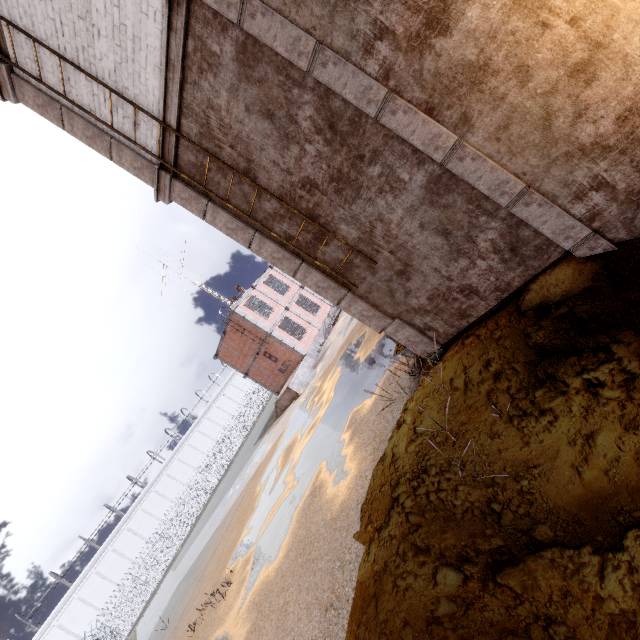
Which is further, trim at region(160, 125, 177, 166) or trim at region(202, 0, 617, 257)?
trim at region(160, 125, 177, 166)

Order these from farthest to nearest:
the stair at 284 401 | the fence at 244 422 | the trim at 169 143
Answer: Result: the fence at 244 422, the stair at 284 401, the trim at 169 143

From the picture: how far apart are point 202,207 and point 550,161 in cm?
530

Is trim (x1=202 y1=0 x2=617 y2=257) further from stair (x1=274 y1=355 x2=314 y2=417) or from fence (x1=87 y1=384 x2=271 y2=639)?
stair (x1=274 y1=355 x2=314 y2=417)

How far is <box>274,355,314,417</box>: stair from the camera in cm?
2149

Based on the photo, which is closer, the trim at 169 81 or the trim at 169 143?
the trim at 169 81
